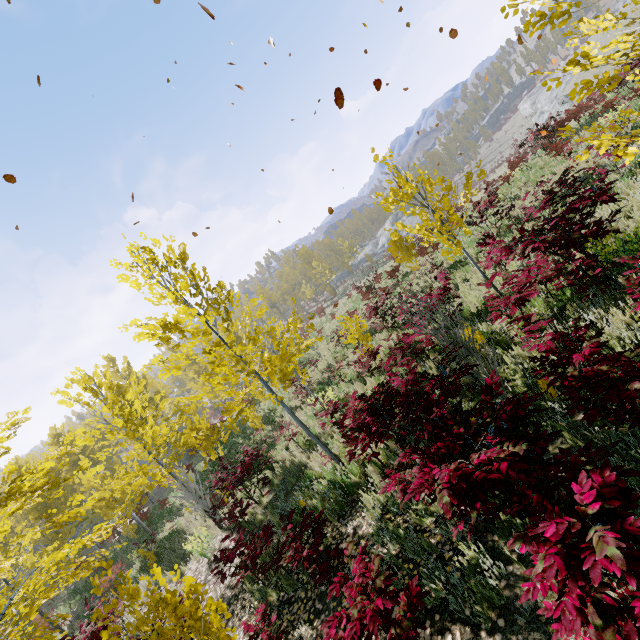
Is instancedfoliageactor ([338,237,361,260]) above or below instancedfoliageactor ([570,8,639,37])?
above

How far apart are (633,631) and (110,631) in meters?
4.3

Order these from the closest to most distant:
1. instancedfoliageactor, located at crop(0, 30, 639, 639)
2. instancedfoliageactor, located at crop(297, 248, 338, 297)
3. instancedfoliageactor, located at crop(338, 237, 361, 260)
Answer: instancedfoliageactor, located at crop(0, 30, 639, 639), instancedfoliageactor, located at crop(297, 248, 338, 297), instancedfoliageactor, located at crop(338, 237, 361, 260)

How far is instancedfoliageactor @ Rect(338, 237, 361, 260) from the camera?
52.89m

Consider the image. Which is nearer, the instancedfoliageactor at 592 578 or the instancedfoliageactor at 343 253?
the instancedfoliageactor at 592 578
